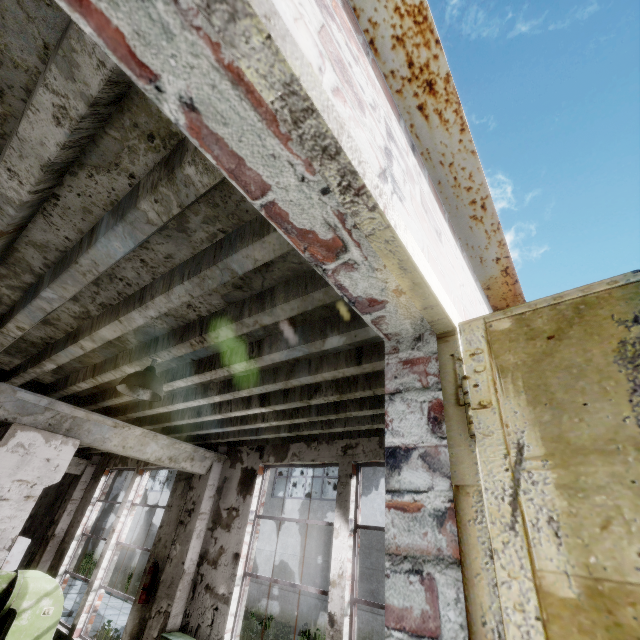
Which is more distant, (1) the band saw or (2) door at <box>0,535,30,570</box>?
(2) door at <box>0,535,30,570</box>

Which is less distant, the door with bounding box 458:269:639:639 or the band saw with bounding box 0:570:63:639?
the door with bounding box 458:269:639:639

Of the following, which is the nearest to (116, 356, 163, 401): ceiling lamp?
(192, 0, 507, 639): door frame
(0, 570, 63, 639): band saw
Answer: (192, 0, 507, 639): door frame

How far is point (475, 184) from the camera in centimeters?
183cm

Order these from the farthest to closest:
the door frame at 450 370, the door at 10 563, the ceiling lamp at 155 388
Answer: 1. the door at 10 563
2. the ceiling lamp at 155 388
3. the door frame at 450 370

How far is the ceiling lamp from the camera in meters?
3.0

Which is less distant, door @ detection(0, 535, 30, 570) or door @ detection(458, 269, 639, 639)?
door @ detection(458, 269, 639, 639)

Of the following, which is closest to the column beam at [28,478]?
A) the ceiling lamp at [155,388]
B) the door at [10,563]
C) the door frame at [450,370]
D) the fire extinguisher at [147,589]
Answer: the fire extinguisher at [147,589]
